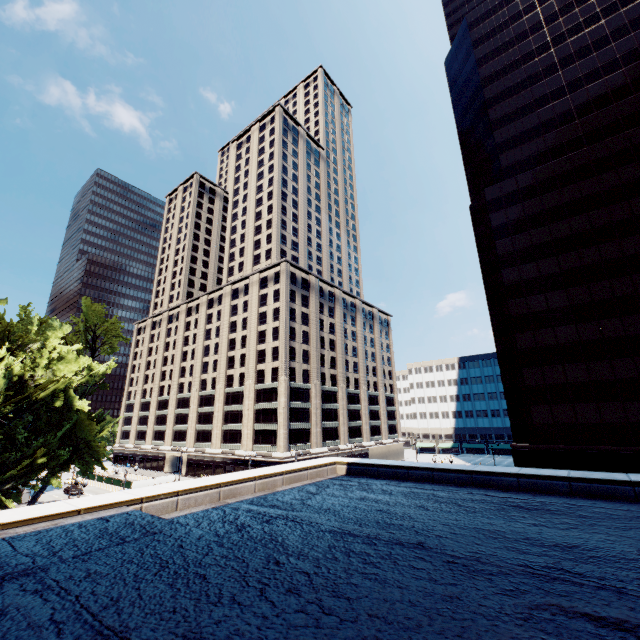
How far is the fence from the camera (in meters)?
56.22

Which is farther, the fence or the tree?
the fence

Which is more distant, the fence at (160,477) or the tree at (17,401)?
the fence at (160,477)

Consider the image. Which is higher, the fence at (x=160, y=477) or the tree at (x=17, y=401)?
the tree at (x=17, y=401)

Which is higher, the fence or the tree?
the tree

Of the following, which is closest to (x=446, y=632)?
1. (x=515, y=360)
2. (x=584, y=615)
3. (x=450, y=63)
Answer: (x=584, y=615)
